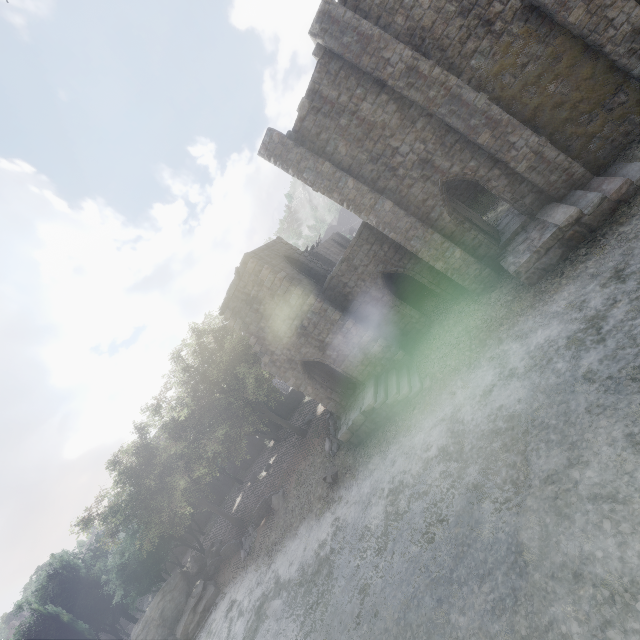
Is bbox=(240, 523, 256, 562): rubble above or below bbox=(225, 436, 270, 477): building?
below

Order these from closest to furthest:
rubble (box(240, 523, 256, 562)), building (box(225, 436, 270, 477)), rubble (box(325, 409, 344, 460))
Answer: rubble (box(325, 409, 344, 460))
rubble (box(240, 523, 256, 562))
building (box(225, 436, 270, 477))

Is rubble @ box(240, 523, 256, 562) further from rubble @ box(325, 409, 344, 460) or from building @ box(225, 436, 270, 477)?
building @ box(225, 436, 270, 477)

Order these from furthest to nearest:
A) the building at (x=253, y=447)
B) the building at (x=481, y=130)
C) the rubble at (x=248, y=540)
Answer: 1. the building at (x=253, y=447)
2. the rubble at (x=248, y=540)
3. the building at (x=481, y=130)

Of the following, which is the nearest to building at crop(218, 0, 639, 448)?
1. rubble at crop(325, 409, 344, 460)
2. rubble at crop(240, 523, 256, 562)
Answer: rubble at crop(325, 409, 344, 460)

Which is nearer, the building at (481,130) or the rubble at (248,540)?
the building at (481,130)

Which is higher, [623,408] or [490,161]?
[490,161]

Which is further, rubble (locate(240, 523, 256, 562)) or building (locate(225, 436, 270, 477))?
building (locate(225, 436, 270, 477))
